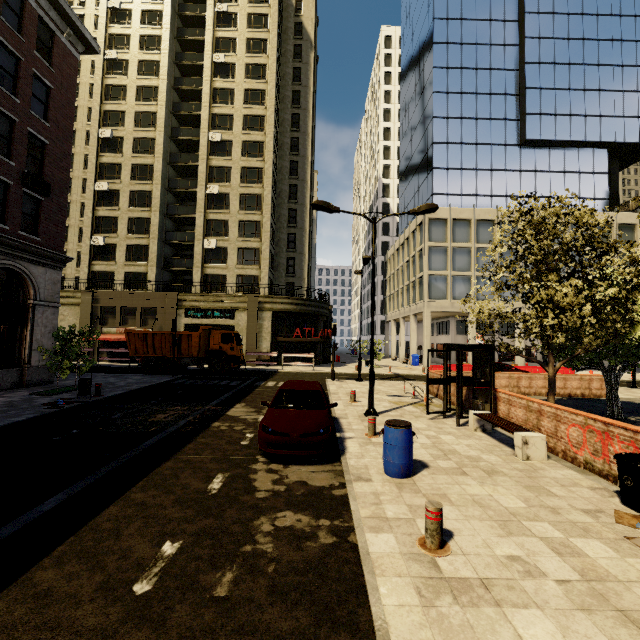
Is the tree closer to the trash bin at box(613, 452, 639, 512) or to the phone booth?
the phone booth

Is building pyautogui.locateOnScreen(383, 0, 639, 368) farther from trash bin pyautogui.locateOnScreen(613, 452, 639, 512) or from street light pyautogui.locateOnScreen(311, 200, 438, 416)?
trash bin pyautogui.locateOnScreen(613, 452, 639, 512)

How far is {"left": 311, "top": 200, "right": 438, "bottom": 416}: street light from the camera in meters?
11.8 m

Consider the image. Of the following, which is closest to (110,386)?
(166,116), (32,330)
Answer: (32,330)

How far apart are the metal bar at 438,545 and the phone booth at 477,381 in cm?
669

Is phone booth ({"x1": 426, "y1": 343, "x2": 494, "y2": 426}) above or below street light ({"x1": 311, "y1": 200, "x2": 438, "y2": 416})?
below

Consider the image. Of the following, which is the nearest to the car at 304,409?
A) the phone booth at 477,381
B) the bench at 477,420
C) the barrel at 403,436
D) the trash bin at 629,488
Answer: the barrel at 403,436

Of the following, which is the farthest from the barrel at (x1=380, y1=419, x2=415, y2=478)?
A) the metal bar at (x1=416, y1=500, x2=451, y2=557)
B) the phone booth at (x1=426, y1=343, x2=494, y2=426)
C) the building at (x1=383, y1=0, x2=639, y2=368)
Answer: the building at (x1=383, y1=0, x2=639, y2=368)
